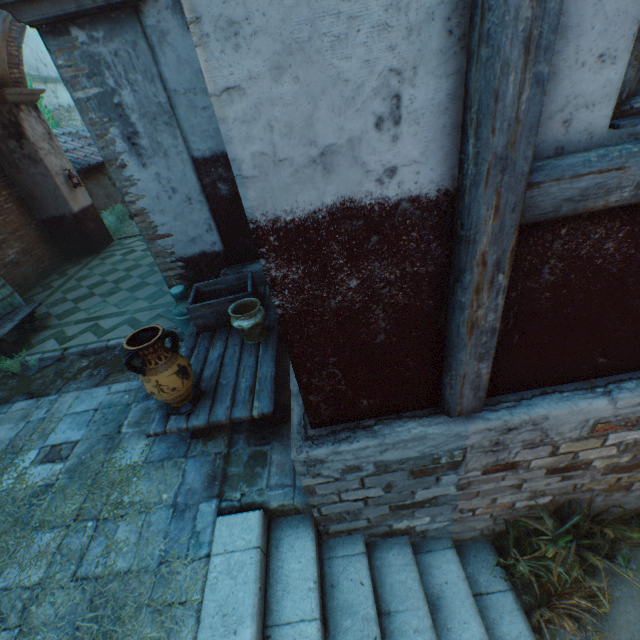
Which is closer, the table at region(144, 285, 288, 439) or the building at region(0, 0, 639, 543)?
the building at region(0, 0, 639, 543)

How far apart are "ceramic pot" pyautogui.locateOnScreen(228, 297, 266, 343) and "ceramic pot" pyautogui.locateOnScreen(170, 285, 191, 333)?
1.32m

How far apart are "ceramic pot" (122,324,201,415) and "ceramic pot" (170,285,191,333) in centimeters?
172cm

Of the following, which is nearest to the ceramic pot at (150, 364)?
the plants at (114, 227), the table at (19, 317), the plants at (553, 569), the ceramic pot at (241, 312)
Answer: the ceramic pot at (241, 312)

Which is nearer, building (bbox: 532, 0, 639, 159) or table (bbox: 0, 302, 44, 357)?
building (bbox: 532, 0, 639, 159)

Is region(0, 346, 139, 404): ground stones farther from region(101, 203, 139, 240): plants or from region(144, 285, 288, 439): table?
region(101, 203, 139, 240): plants

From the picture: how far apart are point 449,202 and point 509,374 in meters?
1.2

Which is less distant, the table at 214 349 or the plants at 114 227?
the table at 214 349
